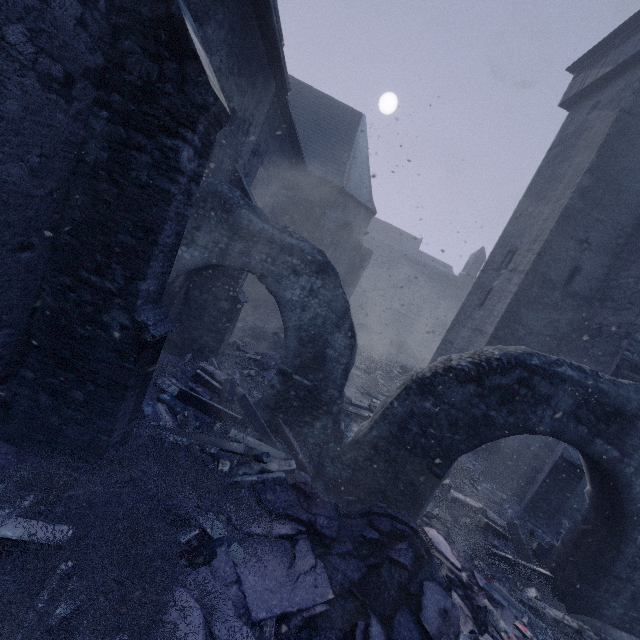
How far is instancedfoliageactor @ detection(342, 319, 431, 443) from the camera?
9.88m

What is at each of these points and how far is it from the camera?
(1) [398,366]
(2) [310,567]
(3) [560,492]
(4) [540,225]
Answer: (1) instancedfoliageactor, 19.53m
(2) instancedfoliageactor, 3.99m
(3) building, 8.04m
(4) building, 11.16m

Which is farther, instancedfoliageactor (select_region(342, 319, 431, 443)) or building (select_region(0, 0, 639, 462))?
instancedfoliageactor (select_region(342, 319, 431, 443))

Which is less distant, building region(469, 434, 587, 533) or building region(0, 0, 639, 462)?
building region(0, 0, 639, 462)

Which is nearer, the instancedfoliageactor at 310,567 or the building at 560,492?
the instancedfoliageactor at 310,567

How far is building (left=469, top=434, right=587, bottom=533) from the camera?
8.02m

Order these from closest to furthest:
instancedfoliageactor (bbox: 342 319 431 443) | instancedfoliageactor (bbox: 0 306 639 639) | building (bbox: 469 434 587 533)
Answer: instancedfoliageactor (bbox: 0 306 639 639) < building (bbox: 469 434 587 533) < instancedfoliageactor (bbox: 342 319 431 443)

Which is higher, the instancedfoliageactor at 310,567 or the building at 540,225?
the building at 540,225
